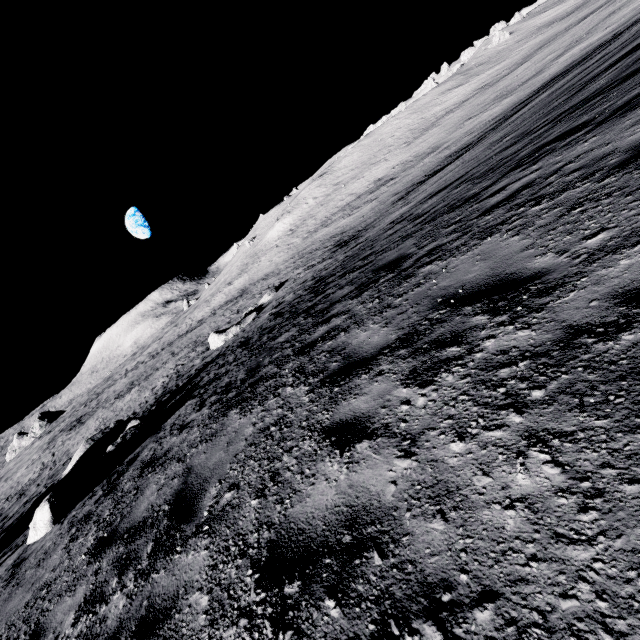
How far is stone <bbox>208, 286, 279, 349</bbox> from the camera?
24.5m

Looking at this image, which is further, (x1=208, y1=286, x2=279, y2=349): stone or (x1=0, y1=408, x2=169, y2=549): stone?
(x1=208, y1=286, x2=279, y2=349): stone

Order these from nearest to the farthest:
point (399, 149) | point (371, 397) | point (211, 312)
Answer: point (371, 397) < point (399, 149) < point (211, 312)

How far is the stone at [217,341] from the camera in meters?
24.5 m

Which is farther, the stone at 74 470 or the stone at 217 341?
the stone at 217 341

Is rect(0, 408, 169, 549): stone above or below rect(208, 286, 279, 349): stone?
above
